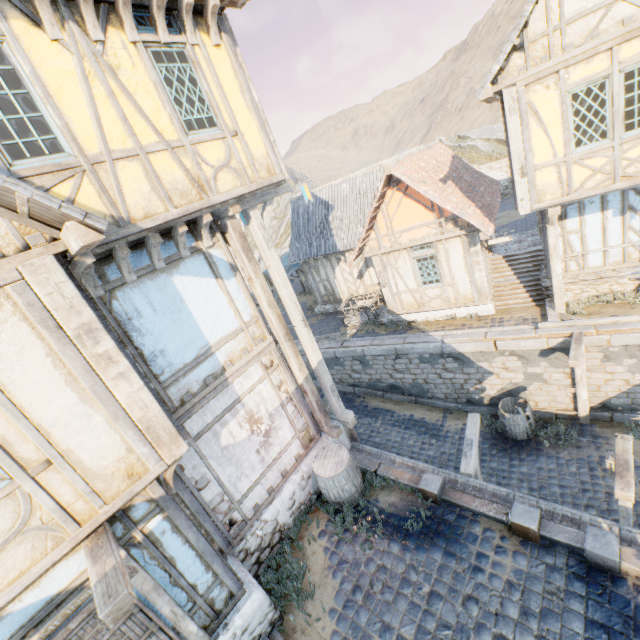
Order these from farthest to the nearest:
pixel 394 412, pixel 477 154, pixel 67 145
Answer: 1. pixel 477 154
2. pixel 394 412
3. pixel 67 145

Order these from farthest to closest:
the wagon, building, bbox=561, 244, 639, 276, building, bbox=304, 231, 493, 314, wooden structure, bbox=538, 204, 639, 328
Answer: the wagon → building, bbox=304, 231, 493, 314 → building, bbox=561, 244, 639, 276 → wooden structure, bbox=538, 204, 639, 328

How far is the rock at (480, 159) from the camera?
30.0 meters

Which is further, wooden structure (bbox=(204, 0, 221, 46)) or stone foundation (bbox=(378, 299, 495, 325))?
stone foundation (bbox=(378, 299, 495, 325))

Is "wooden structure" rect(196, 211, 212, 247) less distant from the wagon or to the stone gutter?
the stone gutter

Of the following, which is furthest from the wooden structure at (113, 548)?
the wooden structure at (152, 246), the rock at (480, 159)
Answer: the rock at (480, 159)

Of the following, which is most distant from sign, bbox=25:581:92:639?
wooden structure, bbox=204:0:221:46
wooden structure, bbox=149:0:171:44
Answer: wooden structure, bbox=204:0:221:46

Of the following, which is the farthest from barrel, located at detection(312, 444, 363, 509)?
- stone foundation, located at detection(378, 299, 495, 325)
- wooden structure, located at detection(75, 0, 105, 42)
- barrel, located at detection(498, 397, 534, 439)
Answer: wooden structure, located at detection(75, 0, 105, 42)
